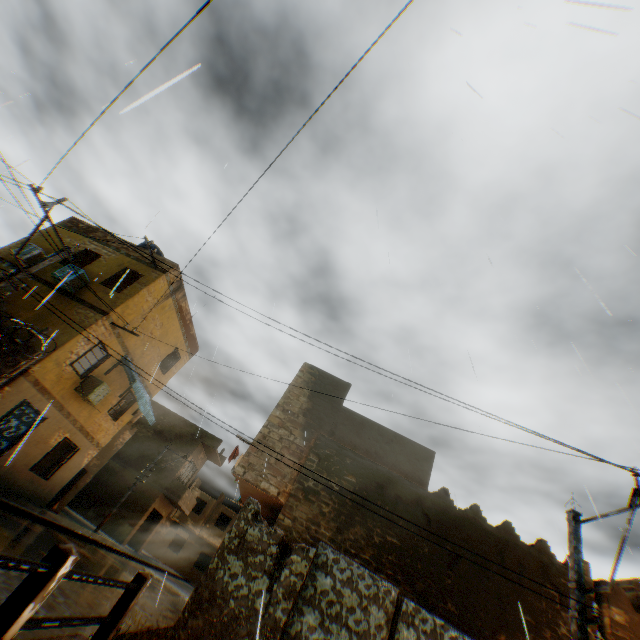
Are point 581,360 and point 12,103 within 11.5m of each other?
yes

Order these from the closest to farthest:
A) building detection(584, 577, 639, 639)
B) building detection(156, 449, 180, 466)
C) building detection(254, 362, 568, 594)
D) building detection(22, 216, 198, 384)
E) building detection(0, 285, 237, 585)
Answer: building detection(584, 577, 639, 639), building detection(254, 362, 568, 594), building detection(0, 285, 237, 585), building detection(22, 216, 198, 384), building detection(156, 449, 180, 466)

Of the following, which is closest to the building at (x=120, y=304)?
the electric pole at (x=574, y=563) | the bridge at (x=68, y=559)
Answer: the bridge at (x=68, y=559)

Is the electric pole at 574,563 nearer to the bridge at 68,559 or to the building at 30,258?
the building at 30,258

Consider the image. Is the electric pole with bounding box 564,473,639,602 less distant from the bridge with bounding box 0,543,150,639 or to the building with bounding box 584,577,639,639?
the building with bounding box 584,577,639,639

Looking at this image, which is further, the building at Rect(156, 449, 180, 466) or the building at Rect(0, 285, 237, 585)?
the building at Rect(156, 449, 180, 466)

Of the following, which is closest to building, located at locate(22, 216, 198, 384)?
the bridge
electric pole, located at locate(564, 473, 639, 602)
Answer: the bridge
